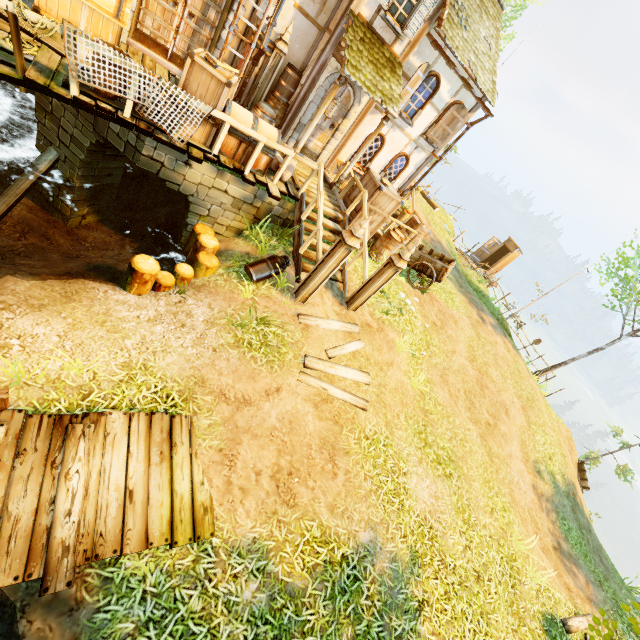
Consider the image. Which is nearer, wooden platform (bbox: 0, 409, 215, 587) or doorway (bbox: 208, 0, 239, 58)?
wooden platform (bbox: 0, 409, 215, 587)

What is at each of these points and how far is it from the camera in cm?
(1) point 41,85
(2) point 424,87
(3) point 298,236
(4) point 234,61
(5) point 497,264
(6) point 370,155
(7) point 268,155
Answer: (1) wooden platform, 521
(2) window, 1048
(3) stairs, 820
(4) tower, 866
(5) outhouse, 2352
(6) window, 1193
(7) chest, 740

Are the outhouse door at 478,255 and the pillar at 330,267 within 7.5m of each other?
no

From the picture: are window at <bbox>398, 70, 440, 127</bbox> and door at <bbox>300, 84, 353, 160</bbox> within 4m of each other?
yes

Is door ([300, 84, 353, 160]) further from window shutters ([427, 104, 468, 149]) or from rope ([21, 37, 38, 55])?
rope ([21, 37, 38, 55])

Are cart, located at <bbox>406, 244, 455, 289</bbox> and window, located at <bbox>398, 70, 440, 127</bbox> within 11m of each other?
yes

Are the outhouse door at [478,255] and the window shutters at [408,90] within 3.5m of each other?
no

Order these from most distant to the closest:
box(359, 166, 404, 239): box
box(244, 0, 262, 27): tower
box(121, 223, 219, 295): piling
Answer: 1. box(359, 166, 404, 239): box
2. box(244, 0, 262, 27): tower
3. box(121, 223, 219, 295): piling
